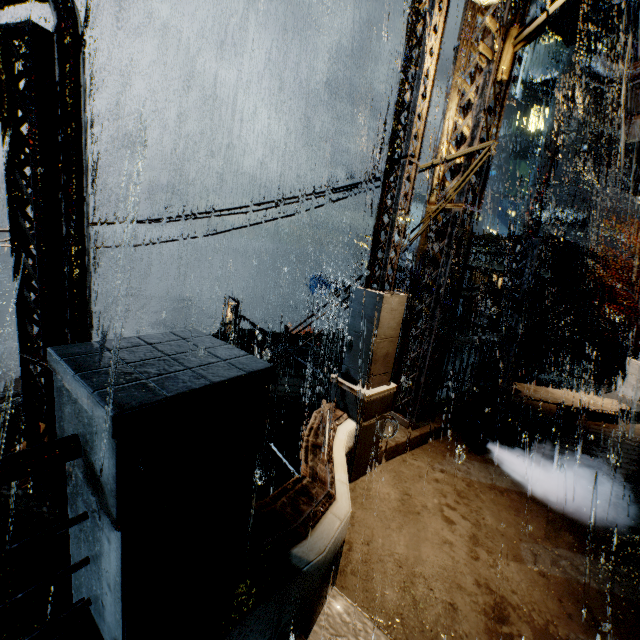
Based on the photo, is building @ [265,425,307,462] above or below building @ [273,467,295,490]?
above

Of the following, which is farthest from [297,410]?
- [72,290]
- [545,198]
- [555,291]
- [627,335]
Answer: [545,198]

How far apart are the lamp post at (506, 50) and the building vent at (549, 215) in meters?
43.8

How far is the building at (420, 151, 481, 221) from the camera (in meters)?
5.92

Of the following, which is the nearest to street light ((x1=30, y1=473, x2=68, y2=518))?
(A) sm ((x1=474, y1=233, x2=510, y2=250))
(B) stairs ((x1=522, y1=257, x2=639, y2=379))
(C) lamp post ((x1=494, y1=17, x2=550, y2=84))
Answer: (C) lamp post ((x1=494, y1=17, x2=550, y2=84))

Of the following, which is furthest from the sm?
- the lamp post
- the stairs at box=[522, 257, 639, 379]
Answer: the lamp post

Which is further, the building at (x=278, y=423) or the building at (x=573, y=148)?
the building at (x=278, y=423)

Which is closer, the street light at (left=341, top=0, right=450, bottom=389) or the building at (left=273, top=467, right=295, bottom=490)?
the street light at (left=341, top=0, right=450, bottom=389)
